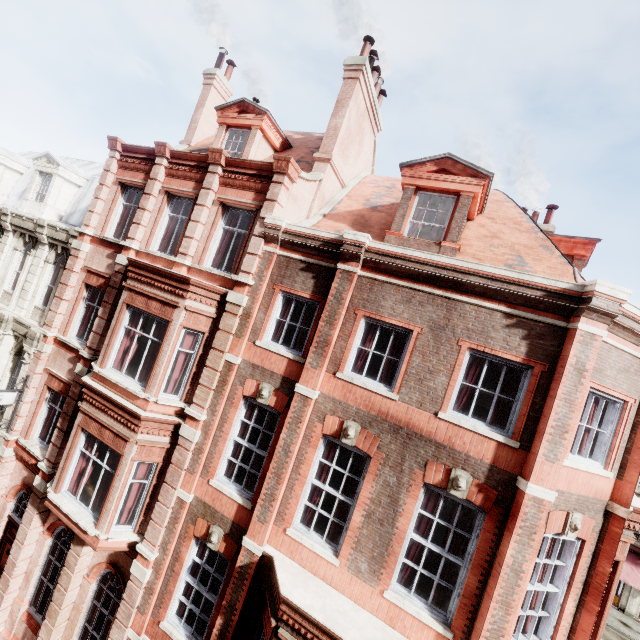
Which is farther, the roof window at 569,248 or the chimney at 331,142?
the chimney at 331,142

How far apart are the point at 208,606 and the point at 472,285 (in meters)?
10.79

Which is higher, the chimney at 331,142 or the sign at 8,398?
the chimney at 331,142

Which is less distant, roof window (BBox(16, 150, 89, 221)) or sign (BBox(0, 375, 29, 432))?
sign (BBox(0, 375, 29, 432))

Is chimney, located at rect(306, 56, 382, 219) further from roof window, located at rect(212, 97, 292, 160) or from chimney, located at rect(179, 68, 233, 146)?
chimney, located at rect(179, 68, 233, 146)

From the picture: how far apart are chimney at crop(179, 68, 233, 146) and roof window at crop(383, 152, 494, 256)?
10.1m

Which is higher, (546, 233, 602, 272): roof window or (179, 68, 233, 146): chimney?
(179, 68, 233, 146): chimney

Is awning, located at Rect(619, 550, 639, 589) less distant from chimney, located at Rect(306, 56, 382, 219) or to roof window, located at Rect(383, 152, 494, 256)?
roof window, located at Rect(383, 152, 494, 256)
